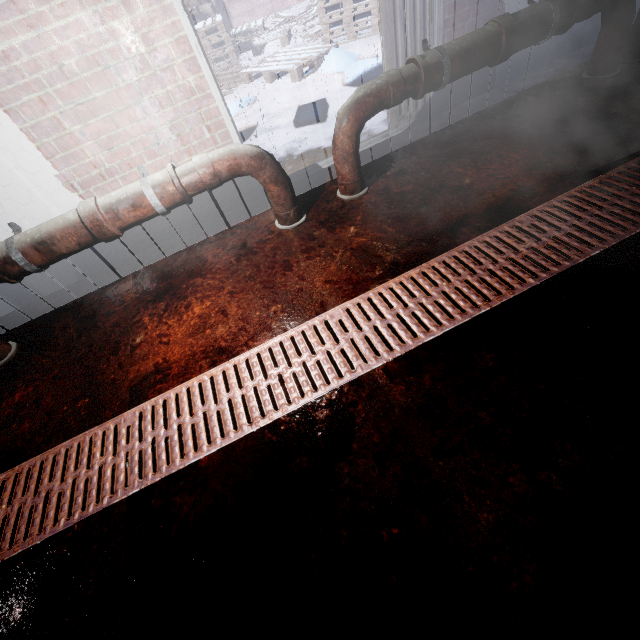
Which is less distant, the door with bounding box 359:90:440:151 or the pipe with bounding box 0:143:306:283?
the pipe with bounding box 0:143:306:283

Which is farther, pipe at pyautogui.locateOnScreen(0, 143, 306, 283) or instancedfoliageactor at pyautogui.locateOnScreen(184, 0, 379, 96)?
instancedfoliageactor at pyautogui.locateOnScreen(184, 0, 379, 96)

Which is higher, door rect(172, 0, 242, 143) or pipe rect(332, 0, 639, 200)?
door rect(172, 0, 242, 143)

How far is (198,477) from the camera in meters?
1.2 m

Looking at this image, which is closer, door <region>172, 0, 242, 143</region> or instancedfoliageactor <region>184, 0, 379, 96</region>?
door <region>172, 0, 242, 143</region>

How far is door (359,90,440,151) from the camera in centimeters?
250cm

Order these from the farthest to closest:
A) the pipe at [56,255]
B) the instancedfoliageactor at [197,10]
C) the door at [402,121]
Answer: the instancedfoliageactor at [197,10] < the door at [402,121] < the pipe at [56,255]

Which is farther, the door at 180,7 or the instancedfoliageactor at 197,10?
the instancedfoliageactor at 197,10
